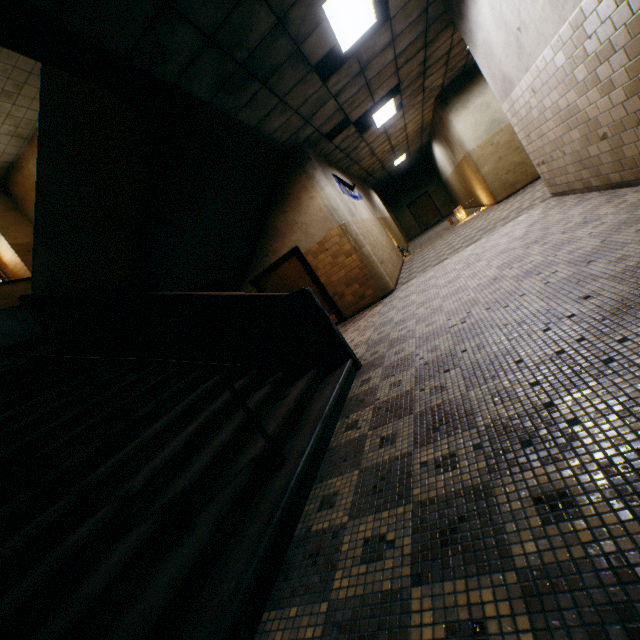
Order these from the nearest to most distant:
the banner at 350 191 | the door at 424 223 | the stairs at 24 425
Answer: the stairs at 24 425 → the banner at 350 191 → the door at 424 223

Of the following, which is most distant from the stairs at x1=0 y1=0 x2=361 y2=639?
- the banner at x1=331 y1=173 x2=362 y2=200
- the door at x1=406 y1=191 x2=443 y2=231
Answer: the door at x1=406 y1=191 x2=443 y2=231

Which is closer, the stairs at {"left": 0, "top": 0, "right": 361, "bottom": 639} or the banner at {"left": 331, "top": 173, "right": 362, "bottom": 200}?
the stairs at {"left": 0, "top": 0, "right": 361, "bottom": 639}

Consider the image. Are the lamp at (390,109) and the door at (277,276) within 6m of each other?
yes

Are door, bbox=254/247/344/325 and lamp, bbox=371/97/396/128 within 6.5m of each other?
yes

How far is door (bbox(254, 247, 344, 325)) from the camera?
8.1 meters

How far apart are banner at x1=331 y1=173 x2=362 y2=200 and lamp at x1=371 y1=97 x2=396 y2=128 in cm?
166

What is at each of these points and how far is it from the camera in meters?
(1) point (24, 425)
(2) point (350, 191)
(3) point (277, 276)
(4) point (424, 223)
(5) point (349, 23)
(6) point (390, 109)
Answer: (1) stairs, 3.1
(2) banner, 9.6
(3) door, 8.3
(4) door, 22.4
(5) lamp, 4.6
(6) lamp, 8.8
